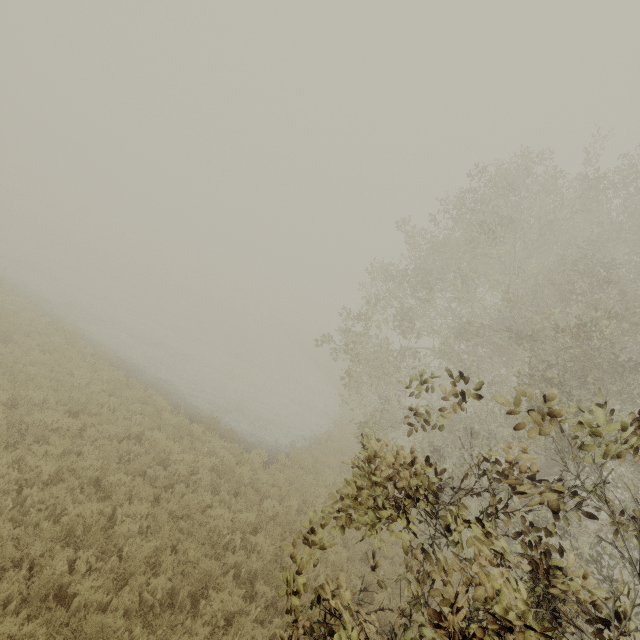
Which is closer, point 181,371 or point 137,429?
point 137,429
